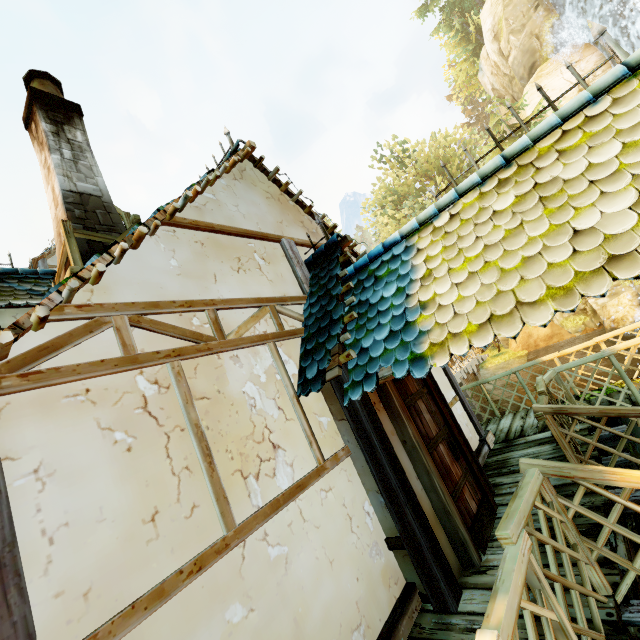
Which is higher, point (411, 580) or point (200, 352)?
point (200, 352)

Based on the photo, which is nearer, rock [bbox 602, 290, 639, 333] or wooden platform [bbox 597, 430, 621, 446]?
wooden platform [bbox 597, 430, 621, 446]

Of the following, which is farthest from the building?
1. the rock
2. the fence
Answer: the rock

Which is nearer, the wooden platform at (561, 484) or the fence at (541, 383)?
the fence at (541, 383)

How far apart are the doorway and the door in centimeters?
0cm

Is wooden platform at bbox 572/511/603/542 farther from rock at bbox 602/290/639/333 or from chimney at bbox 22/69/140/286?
rock at bbox 602/290/639/333

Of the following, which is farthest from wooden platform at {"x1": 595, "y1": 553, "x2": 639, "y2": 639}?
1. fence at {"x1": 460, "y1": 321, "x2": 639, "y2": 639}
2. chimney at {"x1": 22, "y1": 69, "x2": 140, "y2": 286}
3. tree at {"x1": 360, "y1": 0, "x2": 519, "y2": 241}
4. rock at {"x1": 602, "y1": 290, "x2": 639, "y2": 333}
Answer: rock at {"x1": 602, "y1": 290, "x2": 639, "y2": 333}

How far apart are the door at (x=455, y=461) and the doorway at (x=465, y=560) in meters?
0.0 m
